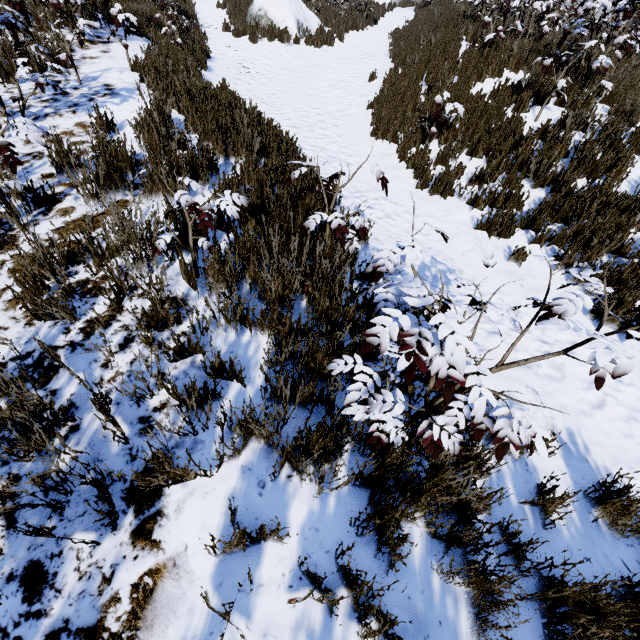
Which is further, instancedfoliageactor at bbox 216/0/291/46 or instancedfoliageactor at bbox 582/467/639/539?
instancedfoliageactor at bbox 216/0/291/46

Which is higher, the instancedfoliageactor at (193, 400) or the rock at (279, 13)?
the rock at (279, 13)

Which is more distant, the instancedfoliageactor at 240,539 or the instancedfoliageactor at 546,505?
the instancedfoliageactor at 546,505

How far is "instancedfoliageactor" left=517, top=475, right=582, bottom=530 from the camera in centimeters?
196cm

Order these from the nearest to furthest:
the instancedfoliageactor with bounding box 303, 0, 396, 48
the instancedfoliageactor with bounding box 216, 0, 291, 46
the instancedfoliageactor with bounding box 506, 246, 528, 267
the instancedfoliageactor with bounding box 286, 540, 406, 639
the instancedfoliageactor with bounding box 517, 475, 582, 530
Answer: the instancedfoliageactor with bounding box 286, 540, 406, 639, the instancedfoliageactor with bounding box 517, 475, 582, 530, the instancedfoliageactor with bounding box 506, 246, 528, 267, the instancedfoliageactor with bounding box 216, 0, 291, 46, the instancedfoliageactor with bounding box 303, 0, 396, 48

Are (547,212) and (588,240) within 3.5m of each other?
yes
